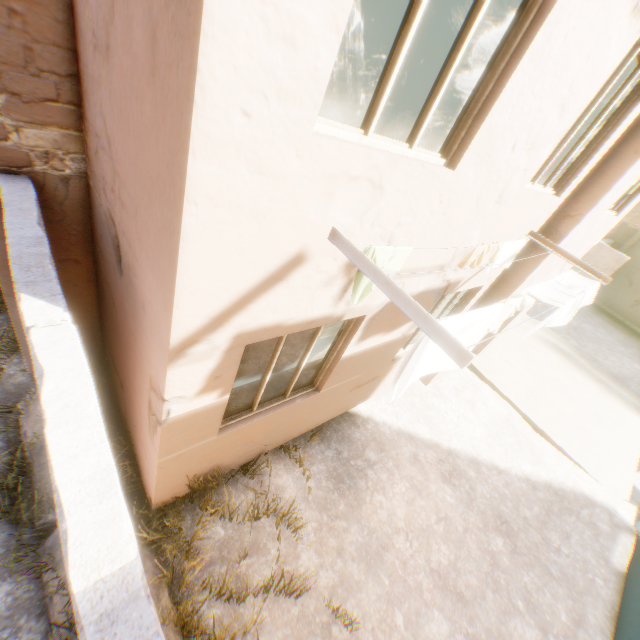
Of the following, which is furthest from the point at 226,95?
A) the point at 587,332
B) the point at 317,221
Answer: the point at 587,332

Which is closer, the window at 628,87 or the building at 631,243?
the building at 631,243

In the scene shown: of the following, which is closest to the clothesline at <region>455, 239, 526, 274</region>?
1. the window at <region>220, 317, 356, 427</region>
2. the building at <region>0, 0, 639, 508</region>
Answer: the building at <region>0, 0, 639, 508</region>

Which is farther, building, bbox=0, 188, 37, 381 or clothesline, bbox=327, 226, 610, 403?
building, bbox=0, 188, 37, 381

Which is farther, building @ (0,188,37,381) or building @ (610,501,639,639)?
building @ (610,501,639,639)

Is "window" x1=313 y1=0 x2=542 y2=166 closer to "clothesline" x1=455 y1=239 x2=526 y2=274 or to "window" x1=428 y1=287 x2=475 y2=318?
"clothesline" x1=455 y1=239 x2=526 y2=274

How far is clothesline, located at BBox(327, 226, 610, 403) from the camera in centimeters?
183cm

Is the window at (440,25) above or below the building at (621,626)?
above
